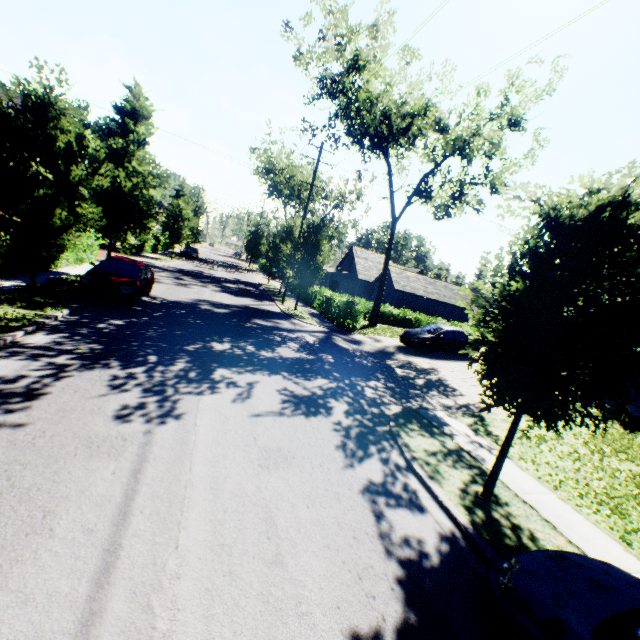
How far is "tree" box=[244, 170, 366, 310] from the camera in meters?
21.6 m

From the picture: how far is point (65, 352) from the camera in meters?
7.8

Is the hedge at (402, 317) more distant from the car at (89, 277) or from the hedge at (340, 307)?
the car at (89, 277)

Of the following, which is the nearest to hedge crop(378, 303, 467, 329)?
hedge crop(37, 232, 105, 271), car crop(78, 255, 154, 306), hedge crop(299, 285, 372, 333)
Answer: hedge crop(299, 285, 372, 333)

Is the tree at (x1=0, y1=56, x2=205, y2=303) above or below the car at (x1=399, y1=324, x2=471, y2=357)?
above

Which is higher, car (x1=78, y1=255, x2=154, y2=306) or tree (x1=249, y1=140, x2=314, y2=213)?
tree (x1=249, y1=140, x2=314, y2=213)

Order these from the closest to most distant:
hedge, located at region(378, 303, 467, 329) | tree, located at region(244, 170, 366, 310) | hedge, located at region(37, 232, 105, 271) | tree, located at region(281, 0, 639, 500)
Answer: tree, located at region(281, 0, 639, 500), hedge, located at region(37, 232, 105, 271), tree, located at region(244, 170, 366, 310), hedge, located at region(378, 303, 467, 329)

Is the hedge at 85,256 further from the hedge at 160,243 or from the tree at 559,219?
the hedge at 160,243
